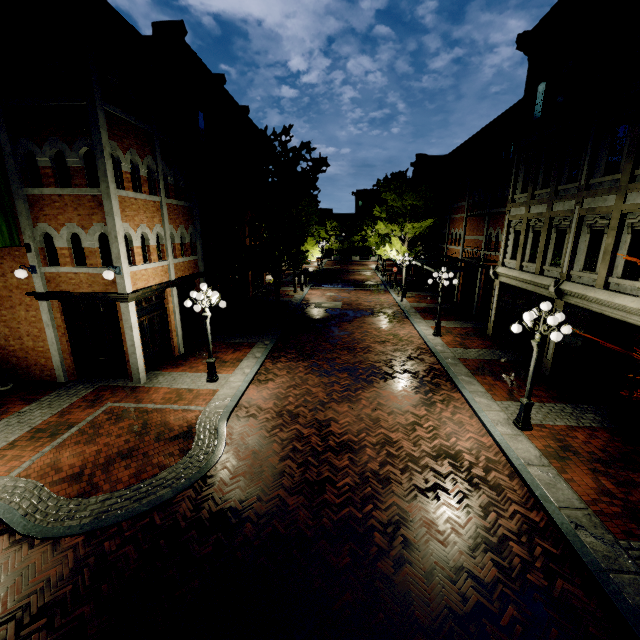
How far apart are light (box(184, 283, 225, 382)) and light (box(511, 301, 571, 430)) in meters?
9.2 m

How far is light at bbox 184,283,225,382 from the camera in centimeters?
1087cm

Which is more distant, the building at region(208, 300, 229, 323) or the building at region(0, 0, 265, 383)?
the building at region(208, 300, 229, 323)

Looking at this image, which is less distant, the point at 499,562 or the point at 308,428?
the point at 499,562

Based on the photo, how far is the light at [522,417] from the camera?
8.0 meters

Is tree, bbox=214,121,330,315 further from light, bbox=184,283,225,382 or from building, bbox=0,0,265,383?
light, bbox=184,283,225,382

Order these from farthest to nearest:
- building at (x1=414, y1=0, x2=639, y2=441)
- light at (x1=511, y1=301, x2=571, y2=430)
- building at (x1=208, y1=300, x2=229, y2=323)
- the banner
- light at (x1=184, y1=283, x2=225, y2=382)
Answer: building at (x1=208, y1=300, x2=229, y2=323) → light at (x1=184, y1=283, x2=225, y2=382) → the banner → building at (x1=414, y1=0, x2=639, y2=441) → light at (x1=511, y1=301, x2=571, y2=430)

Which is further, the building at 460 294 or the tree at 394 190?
the tree at 394 190
